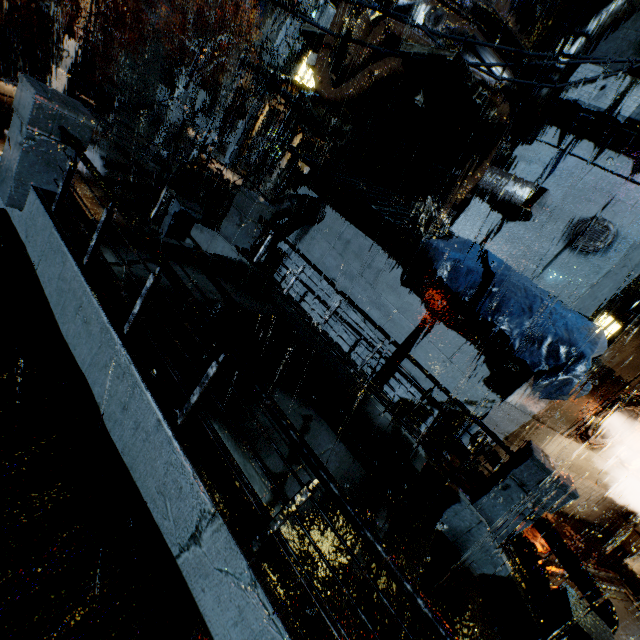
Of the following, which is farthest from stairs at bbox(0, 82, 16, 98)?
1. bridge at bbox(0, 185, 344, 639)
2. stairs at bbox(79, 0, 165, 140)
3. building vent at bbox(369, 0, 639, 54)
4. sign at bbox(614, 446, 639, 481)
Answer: sign at bbox(614, 446, 639, 481)

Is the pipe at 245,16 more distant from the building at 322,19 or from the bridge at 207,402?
the bridge at 207,402

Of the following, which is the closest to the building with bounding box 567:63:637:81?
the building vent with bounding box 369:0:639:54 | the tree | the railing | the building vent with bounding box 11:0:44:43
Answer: the building vent with bounding box 369:0:639:54

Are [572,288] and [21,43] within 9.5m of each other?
no

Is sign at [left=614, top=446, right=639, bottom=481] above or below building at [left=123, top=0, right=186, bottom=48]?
below

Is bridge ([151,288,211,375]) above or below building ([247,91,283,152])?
below

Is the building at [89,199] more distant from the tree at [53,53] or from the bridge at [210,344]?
the tree at [53,53]

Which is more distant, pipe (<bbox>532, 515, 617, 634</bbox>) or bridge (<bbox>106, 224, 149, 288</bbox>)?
pipe (<bbox>532, 515, 617, 634</bbox>)
